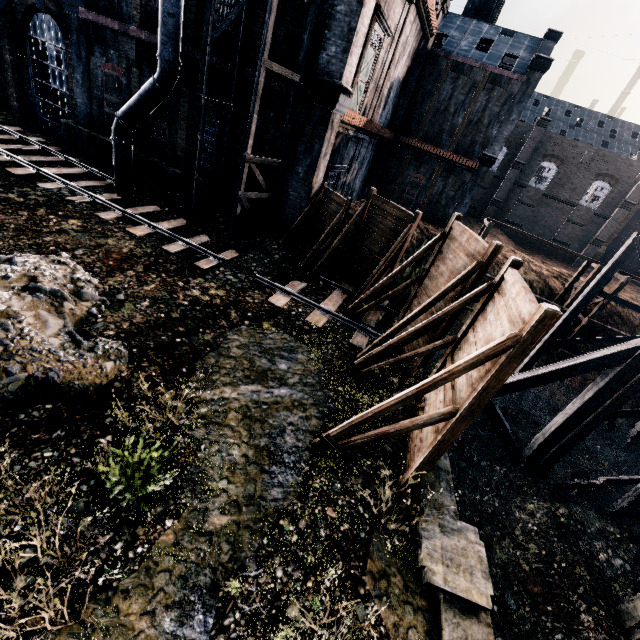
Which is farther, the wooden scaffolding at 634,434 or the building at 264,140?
the wooden scaffolding at 634,434

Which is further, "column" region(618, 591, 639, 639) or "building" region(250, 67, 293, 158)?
"building" region(250, 67, 293, 158)

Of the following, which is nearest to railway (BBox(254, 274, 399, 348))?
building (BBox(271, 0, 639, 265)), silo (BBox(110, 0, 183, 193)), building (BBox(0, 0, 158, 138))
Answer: silo (BBox(110, 0, 183, 193))

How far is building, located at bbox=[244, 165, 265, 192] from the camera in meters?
18.1

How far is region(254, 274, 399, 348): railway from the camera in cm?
1363

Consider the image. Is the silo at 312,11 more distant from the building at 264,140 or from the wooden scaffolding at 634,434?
the wooden scaffolding at 634,434

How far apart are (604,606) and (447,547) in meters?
10.0

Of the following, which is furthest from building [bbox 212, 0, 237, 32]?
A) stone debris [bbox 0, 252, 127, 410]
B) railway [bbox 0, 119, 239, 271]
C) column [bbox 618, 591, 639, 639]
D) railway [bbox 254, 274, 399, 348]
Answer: column [bbox 618, 591, 639, 639]
